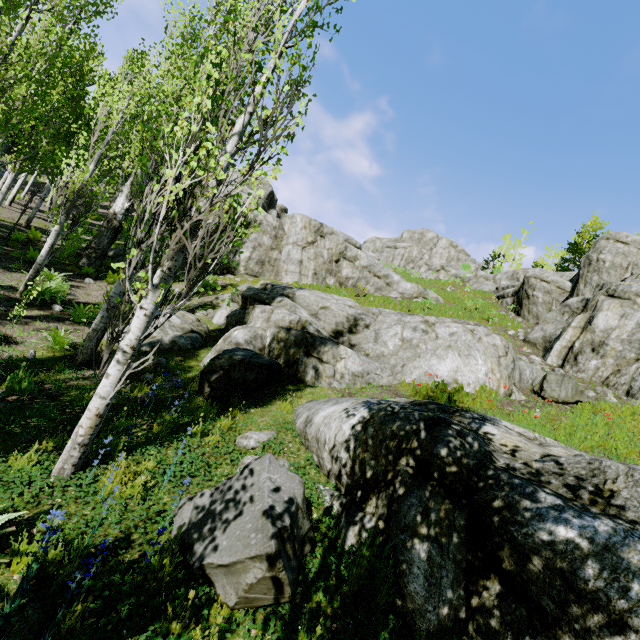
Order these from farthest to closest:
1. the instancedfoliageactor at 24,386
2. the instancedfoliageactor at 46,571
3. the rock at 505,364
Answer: the rock at 505,364 < the instancedfoliageactor at 24,386 < the instancedfoliageactor at 46,571

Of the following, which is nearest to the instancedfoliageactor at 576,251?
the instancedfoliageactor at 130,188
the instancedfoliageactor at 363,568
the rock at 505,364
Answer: the instancedfoliageactor at 130,188

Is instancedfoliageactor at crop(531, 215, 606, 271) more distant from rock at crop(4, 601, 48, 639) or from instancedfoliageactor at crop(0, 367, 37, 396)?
rock at crop(4, 601, 48, 639)

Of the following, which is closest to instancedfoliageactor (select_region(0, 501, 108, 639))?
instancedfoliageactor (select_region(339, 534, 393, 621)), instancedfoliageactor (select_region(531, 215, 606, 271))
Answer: instancedfoliageactor (select_region(531, 215, 606, 271))

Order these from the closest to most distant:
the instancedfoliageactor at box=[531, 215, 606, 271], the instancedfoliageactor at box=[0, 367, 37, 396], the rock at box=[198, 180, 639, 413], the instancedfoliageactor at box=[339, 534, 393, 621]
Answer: the instancedfoliageactor at box=[339, 534, 393, 621]
the instancedfoliageactor at box=[0, 367, 37, 396]
the rock at box=[198, 180, 639, 413]
the instancedfoliageactor at box=[531, 215, 606, 271]

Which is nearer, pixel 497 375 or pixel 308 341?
pixel 308 341

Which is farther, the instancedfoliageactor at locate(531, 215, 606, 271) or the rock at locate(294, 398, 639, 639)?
the instancedfoliageactor at locate(531, 215, 606, 271)

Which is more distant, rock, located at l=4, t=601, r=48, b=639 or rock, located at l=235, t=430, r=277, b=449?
rock, located at l=235, t=430, r=277, b=449
